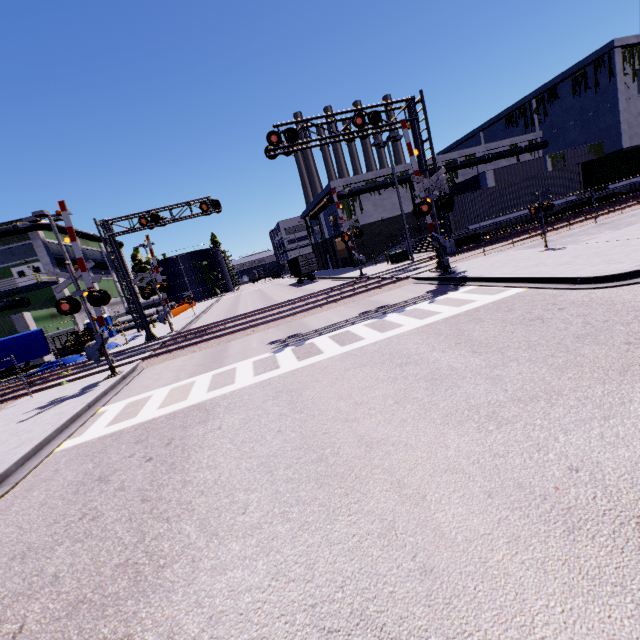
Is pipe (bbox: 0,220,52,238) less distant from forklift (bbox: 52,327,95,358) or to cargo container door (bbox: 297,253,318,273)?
forklift (bbox: 52,327,95,358)

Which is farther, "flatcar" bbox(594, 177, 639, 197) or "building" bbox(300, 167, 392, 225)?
"building" bbox(300, 167, 392, 225)

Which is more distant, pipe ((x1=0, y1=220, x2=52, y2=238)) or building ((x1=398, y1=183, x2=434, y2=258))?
building ((x1=398, y1=183, x2=434, y2=258))

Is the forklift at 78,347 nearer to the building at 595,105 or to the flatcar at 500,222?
the building at 595,105

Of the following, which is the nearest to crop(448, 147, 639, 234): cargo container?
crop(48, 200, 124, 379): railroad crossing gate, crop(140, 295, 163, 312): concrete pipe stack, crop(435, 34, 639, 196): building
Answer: crop(435, 34, 639, 196): building

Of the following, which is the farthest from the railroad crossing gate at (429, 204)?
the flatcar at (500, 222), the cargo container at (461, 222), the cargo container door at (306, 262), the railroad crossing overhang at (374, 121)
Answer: the cargo container door at (306, 262)

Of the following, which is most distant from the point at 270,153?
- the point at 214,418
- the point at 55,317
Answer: the point at 55,317

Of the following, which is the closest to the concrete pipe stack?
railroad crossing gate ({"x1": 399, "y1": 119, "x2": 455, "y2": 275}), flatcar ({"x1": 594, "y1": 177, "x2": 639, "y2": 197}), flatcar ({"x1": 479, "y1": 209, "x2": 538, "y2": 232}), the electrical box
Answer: railroad crossing gate ({"x1": 399, "y1": 119, "x2": 455, "y2": 275})
